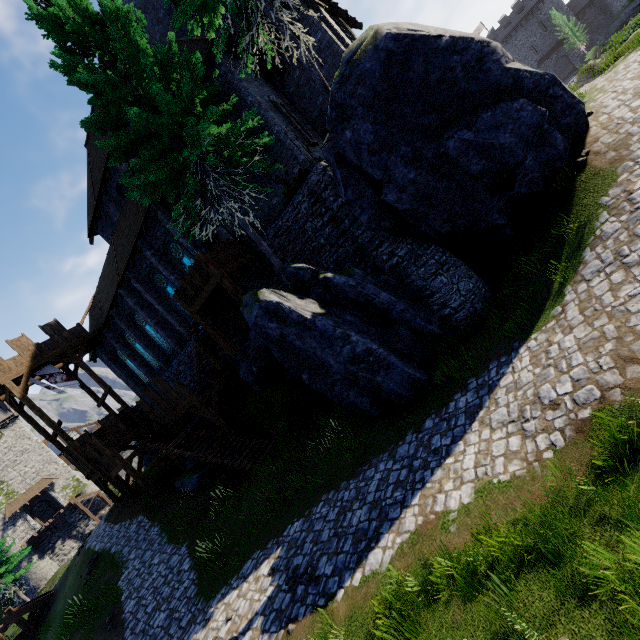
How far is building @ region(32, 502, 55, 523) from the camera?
47.38m

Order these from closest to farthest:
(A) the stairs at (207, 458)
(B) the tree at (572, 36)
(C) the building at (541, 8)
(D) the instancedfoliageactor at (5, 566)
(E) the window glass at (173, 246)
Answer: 1. (A) the stairs at (207, 458)
2. (E) the window glass at (173, 246)
3. (D) the instancedfoliageactor at (5, 566)
4. (B) the tree at (572, 36)
5. (C) the building at (541, 8)

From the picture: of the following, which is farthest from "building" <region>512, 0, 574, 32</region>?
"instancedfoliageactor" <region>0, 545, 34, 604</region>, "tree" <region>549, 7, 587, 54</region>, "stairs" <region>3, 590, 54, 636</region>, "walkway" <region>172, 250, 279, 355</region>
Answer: "instancedfoliageactor" <region>0, 545, 34, 604</region>

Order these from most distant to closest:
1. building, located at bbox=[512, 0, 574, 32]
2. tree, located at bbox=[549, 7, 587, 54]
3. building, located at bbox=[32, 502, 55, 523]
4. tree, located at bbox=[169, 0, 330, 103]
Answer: building, located at bbox=[512, 0, 574, 32]
tree, located at bbox=[549, 7, 587, 54]
building, located at bbox=[32, 502, 55, 523]
tree, located at bbox=[169, 0, 330, 103]

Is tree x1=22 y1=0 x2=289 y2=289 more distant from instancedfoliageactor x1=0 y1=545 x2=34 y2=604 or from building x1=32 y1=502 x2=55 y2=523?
building x1=32 y1=502 x2=55 y2=523

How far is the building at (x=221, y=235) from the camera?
30.3 meters

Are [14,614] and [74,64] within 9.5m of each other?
no

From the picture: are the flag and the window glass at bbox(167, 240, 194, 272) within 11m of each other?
no
